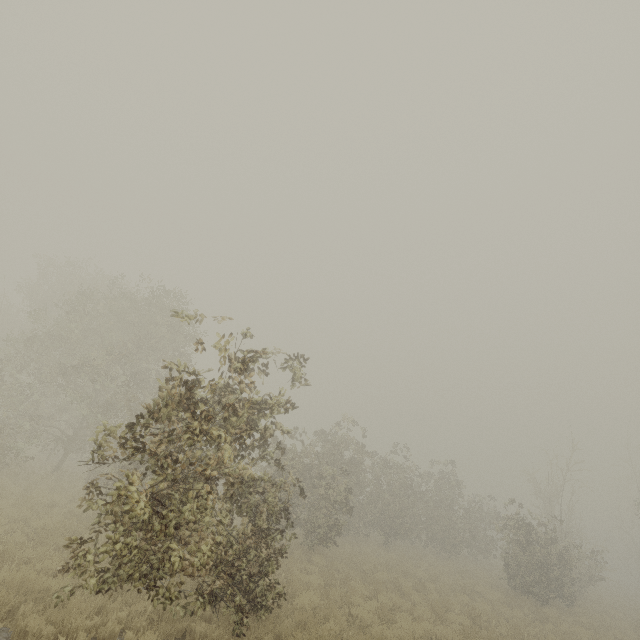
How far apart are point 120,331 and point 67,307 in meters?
3.3
